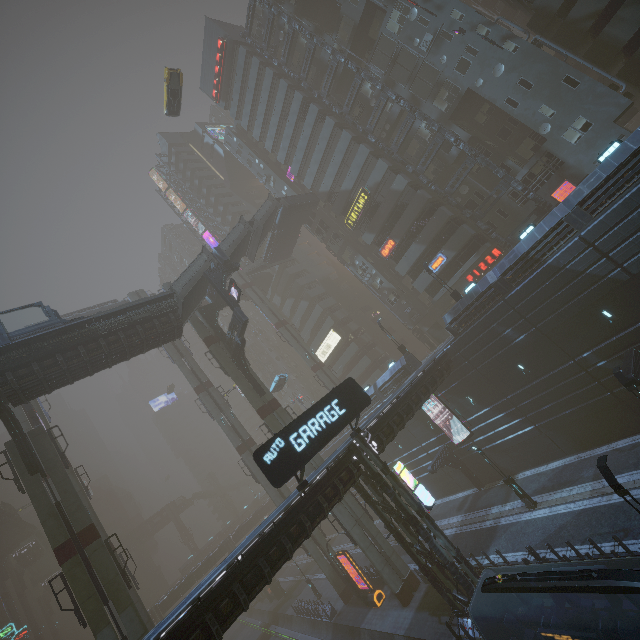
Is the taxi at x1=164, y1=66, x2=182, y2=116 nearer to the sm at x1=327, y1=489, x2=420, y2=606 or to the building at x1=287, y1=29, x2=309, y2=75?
the sm at x1=327, y1=489, x2=420, y2=606

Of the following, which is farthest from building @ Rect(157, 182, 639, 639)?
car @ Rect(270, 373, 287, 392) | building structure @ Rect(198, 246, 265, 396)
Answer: building structure @ Rect(198, 246, 265, 396)

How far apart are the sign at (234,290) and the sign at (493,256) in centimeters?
2562cm

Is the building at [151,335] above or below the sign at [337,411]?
above

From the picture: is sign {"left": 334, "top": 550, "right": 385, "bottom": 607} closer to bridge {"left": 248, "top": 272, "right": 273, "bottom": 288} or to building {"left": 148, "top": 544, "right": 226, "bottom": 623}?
building {"left": 148, "top": 544, "right": 226, "bottom": 623}

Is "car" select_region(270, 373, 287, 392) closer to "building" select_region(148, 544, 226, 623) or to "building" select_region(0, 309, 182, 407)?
"building" select_region(148, 544, 226, 623)

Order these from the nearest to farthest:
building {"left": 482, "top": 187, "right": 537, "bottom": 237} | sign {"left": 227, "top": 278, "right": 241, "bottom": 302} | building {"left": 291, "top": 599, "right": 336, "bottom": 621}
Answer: sign {"left": 227, "top": 278, "right": 241, "bottom": 302}
building {"left": 482, "top": 187, "right": 537, "bottom": 237}
building {"left": 291, "top": 599, "right": 336, "bottom": 621}

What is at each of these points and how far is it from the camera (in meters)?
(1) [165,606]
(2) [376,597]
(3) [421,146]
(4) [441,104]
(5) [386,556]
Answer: (1) building, 51.25
(2) sign, 27.44
(3) building, 35.59
(4) building, 32.75
(5) sm, 26.14
